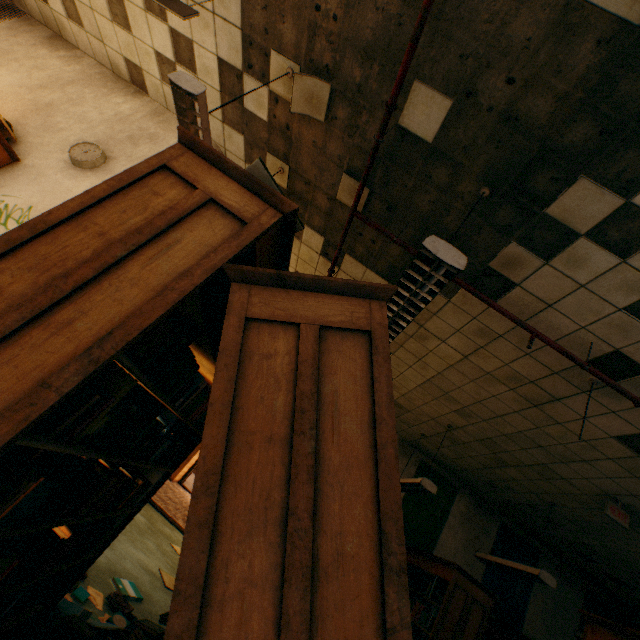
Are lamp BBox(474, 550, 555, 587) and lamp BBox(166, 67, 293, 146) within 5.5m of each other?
no

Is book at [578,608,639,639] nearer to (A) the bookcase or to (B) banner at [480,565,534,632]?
(A) the bookcase

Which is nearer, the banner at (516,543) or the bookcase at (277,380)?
the bookcase at (277,380)

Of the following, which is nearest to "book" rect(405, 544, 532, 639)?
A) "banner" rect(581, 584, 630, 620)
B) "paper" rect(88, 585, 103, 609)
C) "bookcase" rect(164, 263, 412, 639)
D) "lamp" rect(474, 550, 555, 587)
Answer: "banner" rect(581, 584, 630, 620)

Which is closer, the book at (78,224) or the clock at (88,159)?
the book at (78,224)

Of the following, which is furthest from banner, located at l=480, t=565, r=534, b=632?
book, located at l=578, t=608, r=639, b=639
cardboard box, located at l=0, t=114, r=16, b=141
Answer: cardboard box, located at l=0, t=114, r=16, b=141

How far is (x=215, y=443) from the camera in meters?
0.9

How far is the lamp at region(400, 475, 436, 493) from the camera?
4.8m
